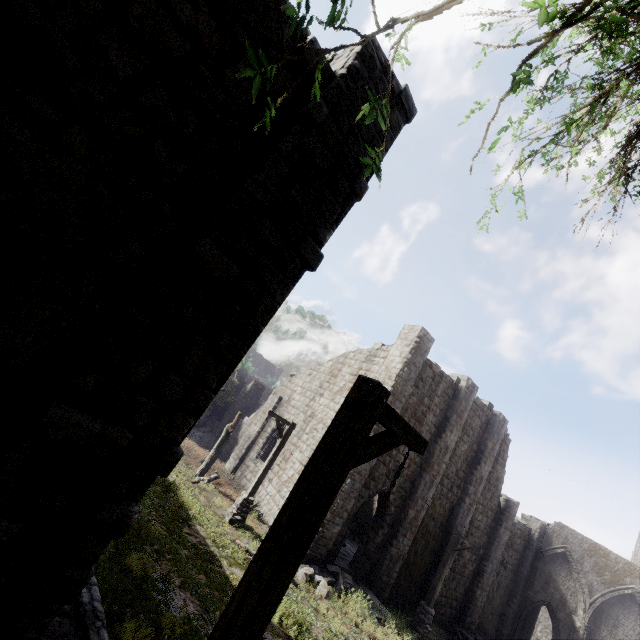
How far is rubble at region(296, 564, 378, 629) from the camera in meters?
11.9

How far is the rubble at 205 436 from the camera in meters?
24.9 m

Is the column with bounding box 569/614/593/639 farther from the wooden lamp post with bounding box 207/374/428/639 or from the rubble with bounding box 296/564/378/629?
the wooden lamp post with bounding box 207/374/428/639

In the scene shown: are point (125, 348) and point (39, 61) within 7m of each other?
yes

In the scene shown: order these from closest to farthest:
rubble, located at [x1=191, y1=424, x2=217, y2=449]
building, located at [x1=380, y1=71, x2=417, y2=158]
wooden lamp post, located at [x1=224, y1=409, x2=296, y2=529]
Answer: building, located at [x1=380, y1=71, x2=417, y2=158] < wooden lamp post, located at [x1=224, y1=409, x2=296, y2=529] < rubble, located at [x1=191, y1=424, x2=217, y2=449]

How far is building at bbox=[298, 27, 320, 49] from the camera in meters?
4.1 m

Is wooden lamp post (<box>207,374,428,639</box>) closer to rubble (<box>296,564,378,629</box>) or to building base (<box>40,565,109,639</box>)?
building base (<box>40,565,109,639</box>)

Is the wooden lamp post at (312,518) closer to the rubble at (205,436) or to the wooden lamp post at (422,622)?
the wooden lamp post at (422,622)
